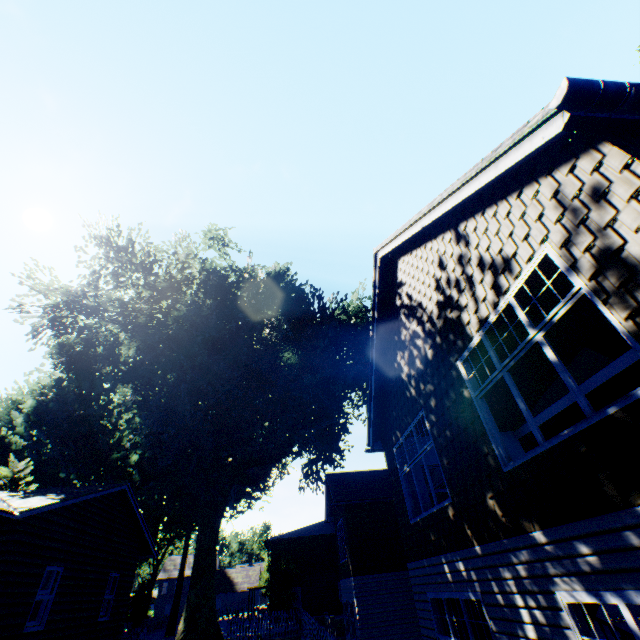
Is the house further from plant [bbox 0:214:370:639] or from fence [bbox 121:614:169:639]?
plant [bbox 0:214:370:639]

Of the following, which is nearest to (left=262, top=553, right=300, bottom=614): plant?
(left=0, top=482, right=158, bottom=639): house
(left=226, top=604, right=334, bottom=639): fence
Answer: (left=226, top=604, right=334, bottom=639): fence

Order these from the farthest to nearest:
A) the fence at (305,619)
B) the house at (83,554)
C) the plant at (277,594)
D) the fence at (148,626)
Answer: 1. the plant at (277,594)
2. the fence at (148,626)
3. the fence at (305,619)
4. the house at (83,554)

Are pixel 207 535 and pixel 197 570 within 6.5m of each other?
yes

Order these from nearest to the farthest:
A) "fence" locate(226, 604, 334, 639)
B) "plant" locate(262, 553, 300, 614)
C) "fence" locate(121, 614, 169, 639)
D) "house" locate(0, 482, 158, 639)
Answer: "house" locate(0, 482, 158, 639) → "fence" locate(226, 604, 334, 639) → "fence" locate(121, 614, 169, 639) → "plant" locate(262, 553, 300, 614)

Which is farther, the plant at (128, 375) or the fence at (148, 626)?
the fence at (148, 626)

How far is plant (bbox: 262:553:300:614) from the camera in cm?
2938
